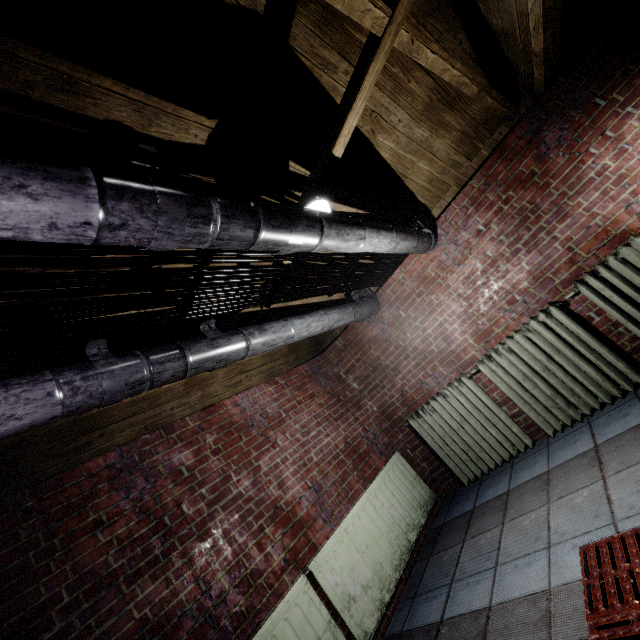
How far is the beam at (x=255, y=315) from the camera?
2.45m

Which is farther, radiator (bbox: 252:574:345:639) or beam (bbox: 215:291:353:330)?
beam (bbox: 215:291:353:330)

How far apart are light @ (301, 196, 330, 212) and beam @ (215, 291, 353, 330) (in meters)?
0.45

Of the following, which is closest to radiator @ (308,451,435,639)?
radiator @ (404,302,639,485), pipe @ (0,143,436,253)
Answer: radiator @ (404,302,639,485)

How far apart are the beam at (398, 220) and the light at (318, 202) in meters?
0.0

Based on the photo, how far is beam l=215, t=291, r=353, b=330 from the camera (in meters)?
2.45

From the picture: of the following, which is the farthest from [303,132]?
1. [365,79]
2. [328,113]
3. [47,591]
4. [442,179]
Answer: [47,591]

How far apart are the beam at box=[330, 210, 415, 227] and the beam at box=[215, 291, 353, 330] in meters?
0.3 m
